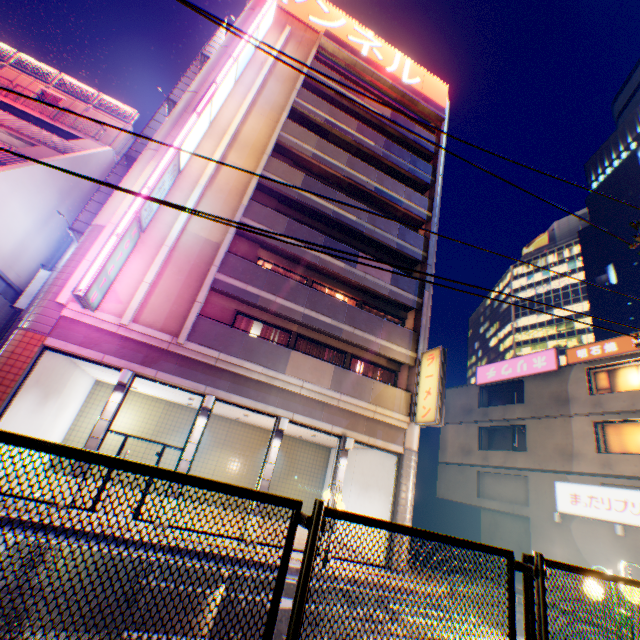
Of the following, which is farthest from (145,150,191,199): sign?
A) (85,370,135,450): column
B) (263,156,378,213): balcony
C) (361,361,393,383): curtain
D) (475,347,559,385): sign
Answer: (475,347,559,385): sign

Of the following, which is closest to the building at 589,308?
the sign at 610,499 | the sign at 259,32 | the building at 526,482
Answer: the building at 526,482

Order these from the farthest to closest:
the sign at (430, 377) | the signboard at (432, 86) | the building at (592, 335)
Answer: the building at (592, 335) → the signboard at (432, 86) → the sign at (430, 377)

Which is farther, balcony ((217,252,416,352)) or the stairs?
the stairs

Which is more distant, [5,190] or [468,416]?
[468,416]

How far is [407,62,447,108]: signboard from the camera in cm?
2453

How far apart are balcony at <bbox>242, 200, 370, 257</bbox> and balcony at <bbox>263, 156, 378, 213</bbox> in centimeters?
197cm

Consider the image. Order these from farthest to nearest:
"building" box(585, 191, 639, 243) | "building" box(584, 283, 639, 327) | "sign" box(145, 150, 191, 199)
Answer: "building" box(585, 191, 639, 243)
"building" box(584, 283, 639, 327)
"sign" box(145, 150, 191, 199)
